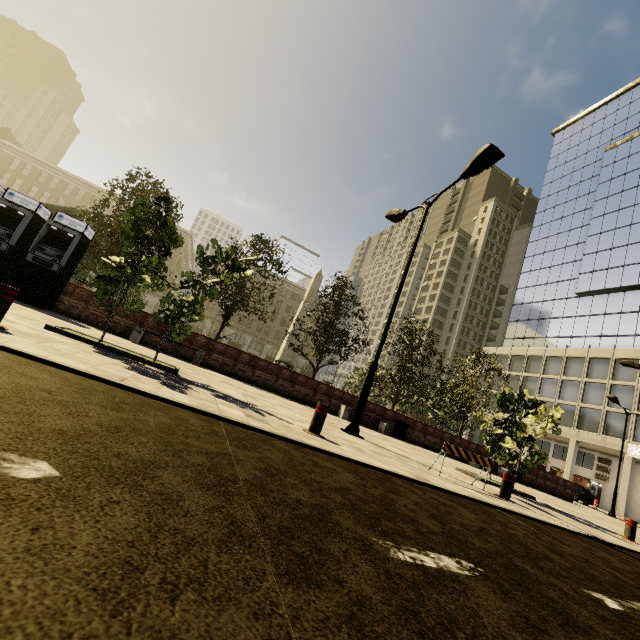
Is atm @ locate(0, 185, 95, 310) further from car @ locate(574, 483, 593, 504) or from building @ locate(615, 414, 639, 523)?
car @ locate(574, 483, 593, 504)

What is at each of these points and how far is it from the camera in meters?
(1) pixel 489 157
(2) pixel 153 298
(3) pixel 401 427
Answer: (1) street light, 8.3
(2) building, 58.0
(3) trash bin, 15.9

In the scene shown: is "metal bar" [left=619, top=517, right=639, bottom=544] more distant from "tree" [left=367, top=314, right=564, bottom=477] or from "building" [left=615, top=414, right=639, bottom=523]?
"building" [left=615, top=414, right=639, bottom=523]

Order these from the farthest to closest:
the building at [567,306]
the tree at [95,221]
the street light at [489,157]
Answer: the building at [567,306] → the street light at [489,157] → the tree at [95,221]

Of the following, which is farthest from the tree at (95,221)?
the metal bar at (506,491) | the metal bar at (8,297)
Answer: the metal bar at (506,491)

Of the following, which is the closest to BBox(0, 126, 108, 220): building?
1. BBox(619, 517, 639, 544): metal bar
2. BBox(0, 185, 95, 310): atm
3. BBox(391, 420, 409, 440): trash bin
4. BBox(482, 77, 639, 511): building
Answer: BBox(0, 185, 95, 310): atm

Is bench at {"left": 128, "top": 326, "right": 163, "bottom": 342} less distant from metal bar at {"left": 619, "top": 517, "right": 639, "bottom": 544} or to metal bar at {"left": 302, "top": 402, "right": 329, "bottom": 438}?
metal bar at {"left": 302, "top": 402, "right": 329, "bottom": 438}

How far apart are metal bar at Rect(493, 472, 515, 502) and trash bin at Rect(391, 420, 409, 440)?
8.42m
